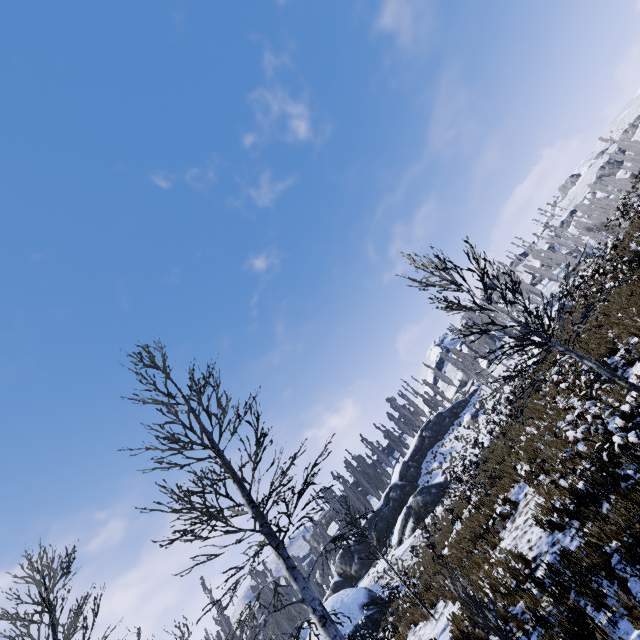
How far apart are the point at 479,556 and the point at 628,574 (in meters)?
6.30

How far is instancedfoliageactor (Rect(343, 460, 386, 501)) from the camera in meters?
Answer: 51.6 m

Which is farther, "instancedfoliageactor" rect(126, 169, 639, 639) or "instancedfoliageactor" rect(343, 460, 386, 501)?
"instancedfoliageactor" rect(343, 460, 386, 501)

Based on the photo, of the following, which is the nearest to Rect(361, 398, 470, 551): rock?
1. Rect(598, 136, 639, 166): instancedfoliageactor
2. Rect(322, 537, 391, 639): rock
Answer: Rect(598, 136, 639, 166): instancedfoliageactor

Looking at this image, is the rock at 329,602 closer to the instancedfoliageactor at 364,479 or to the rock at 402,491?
the rock at 402,491

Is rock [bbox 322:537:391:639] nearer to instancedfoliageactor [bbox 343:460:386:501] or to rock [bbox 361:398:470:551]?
rock [bbox 361:398:470:551]

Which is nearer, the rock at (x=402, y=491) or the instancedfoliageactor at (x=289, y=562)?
the instancedfoliageactor at (x=289, y=562)

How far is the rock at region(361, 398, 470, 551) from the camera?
34.5m
